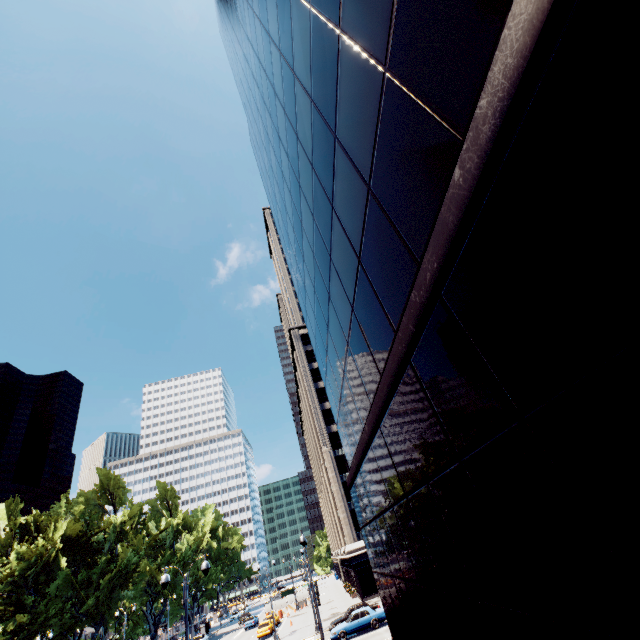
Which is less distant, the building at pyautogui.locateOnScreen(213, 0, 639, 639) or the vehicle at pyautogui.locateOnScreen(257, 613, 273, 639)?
the building at pyautogui.locateOnScreen(213, 0, 639, 639)

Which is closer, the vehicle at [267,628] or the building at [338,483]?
the building at [338,483]

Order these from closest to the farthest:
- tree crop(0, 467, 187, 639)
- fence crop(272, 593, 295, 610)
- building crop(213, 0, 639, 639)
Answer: building crop(213, 0, 639, 639)
tree crop(0, 467, 187, 639)
fence crop(272, 593, 295, 610)

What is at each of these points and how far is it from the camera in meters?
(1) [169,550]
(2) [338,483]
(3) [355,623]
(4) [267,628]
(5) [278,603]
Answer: (1) tree, 59.4
(2) building, 48.9
(3) vehicle, 27.5
(4) vehicle, 39.9
(5) fence, 56.8

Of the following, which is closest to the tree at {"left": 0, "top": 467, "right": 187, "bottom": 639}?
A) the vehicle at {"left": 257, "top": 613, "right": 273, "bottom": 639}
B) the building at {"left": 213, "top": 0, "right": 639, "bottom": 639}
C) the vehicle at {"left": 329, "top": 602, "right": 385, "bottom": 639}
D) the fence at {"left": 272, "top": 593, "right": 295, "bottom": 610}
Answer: the fence at {"left": 272, "top": 593, "right": 295, "bottom": 610}

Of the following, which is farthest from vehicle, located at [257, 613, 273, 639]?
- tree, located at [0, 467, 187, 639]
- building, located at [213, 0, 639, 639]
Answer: building, located at [213, 0, 639, 639]

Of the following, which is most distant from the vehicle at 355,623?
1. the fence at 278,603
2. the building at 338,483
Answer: the fence at 278,603
